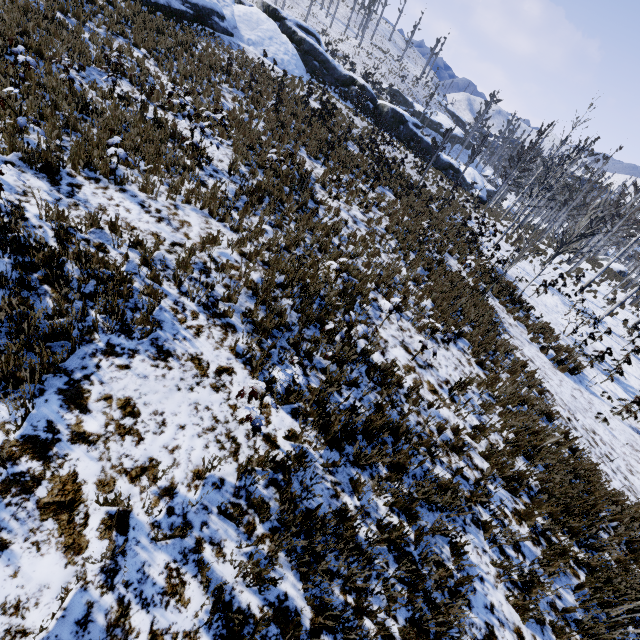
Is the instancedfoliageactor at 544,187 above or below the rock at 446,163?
above

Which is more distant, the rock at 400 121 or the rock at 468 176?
the rock at 468 176

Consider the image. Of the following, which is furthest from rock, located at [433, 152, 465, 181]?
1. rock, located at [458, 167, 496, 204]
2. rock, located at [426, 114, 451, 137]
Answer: rock, located at [426, 114, 451, 137]

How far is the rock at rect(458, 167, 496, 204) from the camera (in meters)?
30.89

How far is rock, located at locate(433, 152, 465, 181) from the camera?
33.3m

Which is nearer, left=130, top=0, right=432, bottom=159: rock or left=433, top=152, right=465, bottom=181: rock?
left=130, top=0, right=432, bottom=159: rock

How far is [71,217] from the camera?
5.38m

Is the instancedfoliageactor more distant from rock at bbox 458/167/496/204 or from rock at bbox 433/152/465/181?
rock at bbox 458/167/496/204
